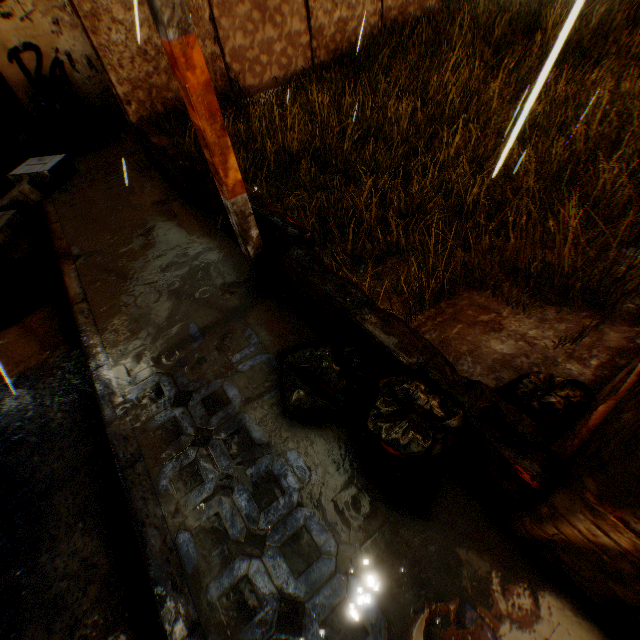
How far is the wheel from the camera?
6.4m

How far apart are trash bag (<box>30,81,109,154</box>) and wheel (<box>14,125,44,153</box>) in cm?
37

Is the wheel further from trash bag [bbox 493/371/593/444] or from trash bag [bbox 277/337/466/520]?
trash bag [bbox 493/371/593/444]

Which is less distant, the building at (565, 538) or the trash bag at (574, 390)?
the building at (565, 538)

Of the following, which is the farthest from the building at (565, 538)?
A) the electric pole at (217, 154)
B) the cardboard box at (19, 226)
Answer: the cardboard box at (19, 226)

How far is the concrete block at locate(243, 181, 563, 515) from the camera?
1.60m

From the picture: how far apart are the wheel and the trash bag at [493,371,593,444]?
9.4m

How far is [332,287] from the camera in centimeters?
246cm
